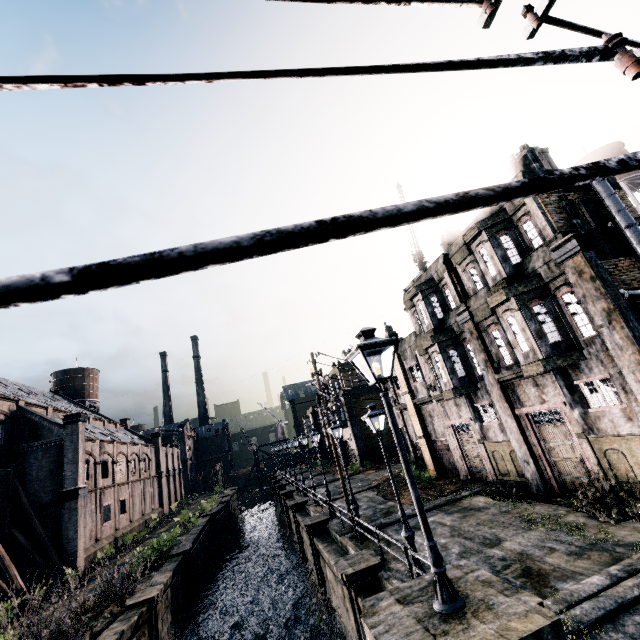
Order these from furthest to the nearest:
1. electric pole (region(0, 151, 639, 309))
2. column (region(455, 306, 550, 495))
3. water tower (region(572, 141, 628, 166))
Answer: water tower (region(572, 141, 628, 166))
column (region(455, 306, 550, 495))
electric pole (region(0, 151, 639, 309))

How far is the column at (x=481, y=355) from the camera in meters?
15.9

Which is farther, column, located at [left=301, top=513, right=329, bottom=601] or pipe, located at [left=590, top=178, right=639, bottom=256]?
column, located at [left=301, top=513, right=329, bottom=601]

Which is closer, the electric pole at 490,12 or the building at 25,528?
the electric pole at 490,12

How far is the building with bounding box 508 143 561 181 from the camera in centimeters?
1498cm

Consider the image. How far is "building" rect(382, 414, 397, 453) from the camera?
43.0 meters

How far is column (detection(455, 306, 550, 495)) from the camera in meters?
15.9

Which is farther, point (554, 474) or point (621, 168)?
point (554, 474)
